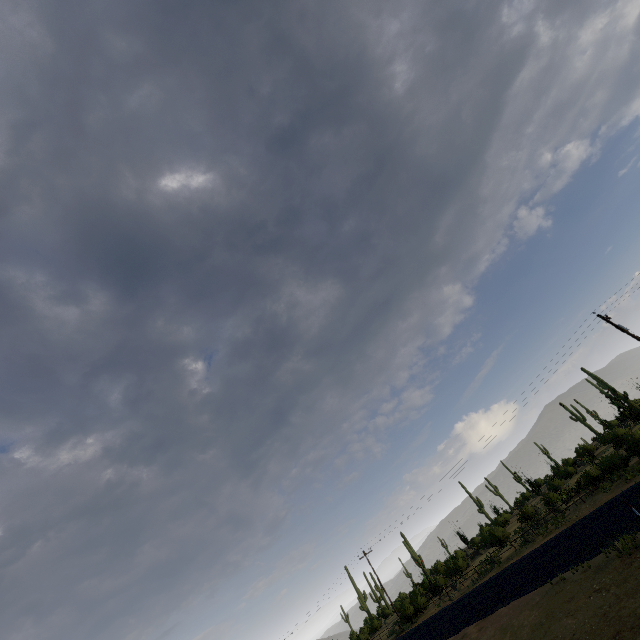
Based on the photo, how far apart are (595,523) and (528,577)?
4.80m
